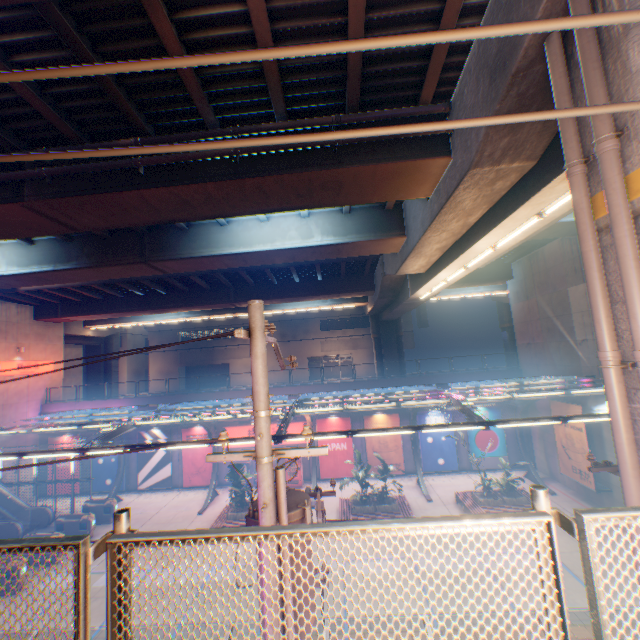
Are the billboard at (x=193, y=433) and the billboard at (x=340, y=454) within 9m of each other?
yes

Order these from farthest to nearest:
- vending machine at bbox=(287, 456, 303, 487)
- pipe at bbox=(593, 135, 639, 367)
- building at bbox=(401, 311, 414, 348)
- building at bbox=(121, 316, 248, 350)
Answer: building at bbox=(121, 316, 248, 350) → building at bbox=(401, 311, 414, 348) → vending machine at bbox=(287, 456, 303, 487) → pipe at bbox=(593, 135, 639, 367)

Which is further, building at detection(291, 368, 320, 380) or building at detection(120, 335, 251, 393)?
building at detection(120, 335, 251, 393)

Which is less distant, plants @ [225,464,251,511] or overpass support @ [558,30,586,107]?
overpass support @ [558,30,586,107]

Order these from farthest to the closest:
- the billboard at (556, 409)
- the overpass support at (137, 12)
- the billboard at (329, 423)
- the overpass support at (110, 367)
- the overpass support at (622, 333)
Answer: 1. the overpass support at (110, 367)
2. the billboard at (329, 423)
3. the billboard at (556, 409)
4. the overpass support at (137, 12)
5. the overpass support at (622, 333)

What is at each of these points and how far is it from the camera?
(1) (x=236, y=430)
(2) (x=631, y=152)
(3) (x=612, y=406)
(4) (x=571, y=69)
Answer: (1) sign, 24.3 meters
(2) overpass support, 3.9 meters
(3) pipe, 4.2 meters
(4) overpass support, 4.7 meters

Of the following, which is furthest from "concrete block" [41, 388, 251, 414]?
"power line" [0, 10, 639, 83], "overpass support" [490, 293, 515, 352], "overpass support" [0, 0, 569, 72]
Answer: "power line" [0, 10, 639, 83]

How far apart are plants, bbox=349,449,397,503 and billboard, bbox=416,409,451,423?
6.1m
